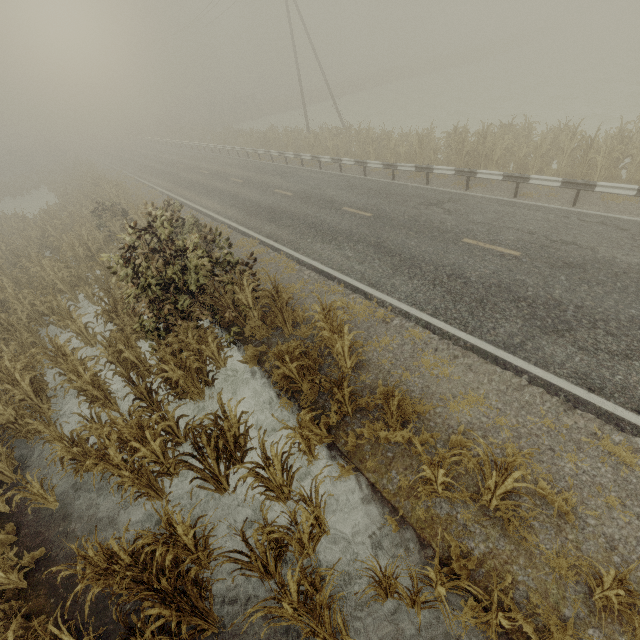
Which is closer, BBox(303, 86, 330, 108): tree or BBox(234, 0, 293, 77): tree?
BBox(303, 86, 330, 108): tree

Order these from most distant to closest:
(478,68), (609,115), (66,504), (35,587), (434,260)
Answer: (478,68) → (609,115) → (434,260) → (66,504) → (35,587)

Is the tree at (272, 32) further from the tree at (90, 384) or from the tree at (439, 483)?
the tree at (90, 384)

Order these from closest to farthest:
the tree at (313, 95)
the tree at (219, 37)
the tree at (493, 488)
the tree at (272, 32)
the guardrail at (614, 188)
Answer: the tree at (493, 488) → the guardrail at (614, 188) → the tree at (219, 37) → the tree at (313, 95) → the tree at (272, 32)

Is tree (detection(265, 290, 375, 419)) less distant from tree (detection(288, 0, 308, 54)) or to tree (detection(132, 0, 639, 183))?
tree (detection(132, 0, 639, 183))

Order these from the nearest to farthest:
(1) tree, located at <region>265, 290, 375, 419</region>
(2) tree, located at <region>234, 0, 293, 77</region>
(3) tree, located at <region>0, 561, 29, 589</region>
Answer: (3) tree, located at <region>0, 561, 29, 589</region> < (1) tree, located at <region>265, 290, 375, 419</region> < (2) tree, located at <region>234, 0, 293, 77</region>

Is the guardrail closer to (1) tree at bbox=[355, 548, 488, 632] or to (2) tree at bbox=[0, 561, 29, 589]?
(1) tree at bbox=[355, 548, 488, 632]

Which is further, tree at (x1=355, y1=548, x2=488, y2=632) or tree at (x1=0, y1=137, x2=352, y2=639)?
tree at (x1=0, y1=137, x2=352, y2=639)
